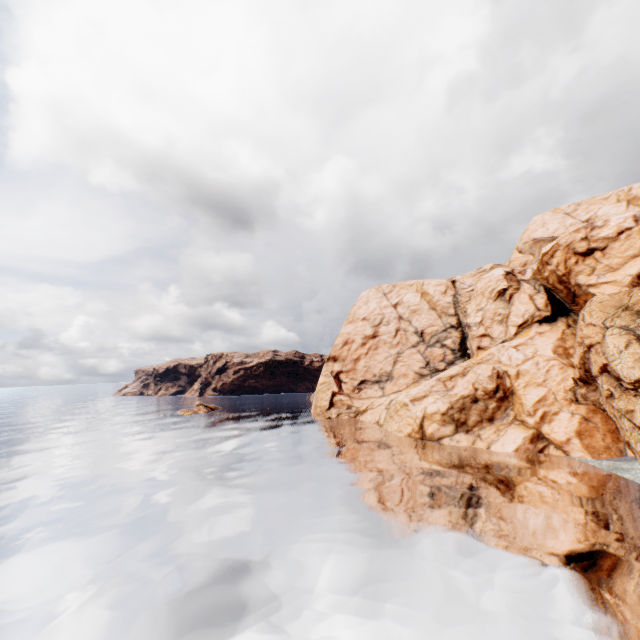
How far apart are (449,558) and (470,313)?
44.8m
